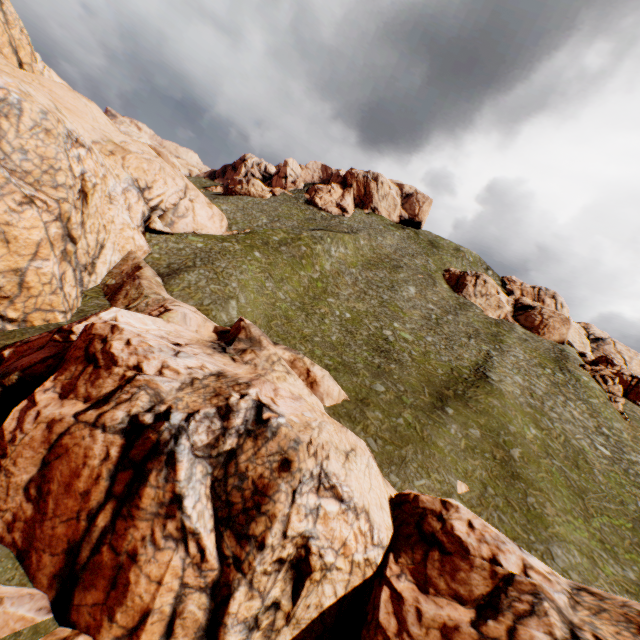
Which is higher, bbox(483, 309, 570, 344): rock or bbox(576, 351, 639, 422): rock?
bbox(483, 309, 570, 344): rock

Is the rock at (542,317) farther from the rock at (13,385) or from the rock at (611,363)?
the rock at (13,385)

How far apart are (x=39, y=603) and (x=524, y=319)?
68.3m

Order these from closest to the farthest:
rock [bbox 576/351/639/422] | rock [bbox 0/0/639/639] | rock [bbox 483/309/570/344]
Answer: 1. rock [bbox 0/0/639/639]
2. rock [bbox 576/351/639/422]
3. rock [bbox 483/309/570/344]

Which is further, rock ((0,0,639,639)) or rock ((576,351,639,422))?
rock ((576,351,639,422))

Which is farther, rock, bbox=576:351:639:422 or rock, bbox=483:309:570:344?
rock, bbox=483:309:570:344

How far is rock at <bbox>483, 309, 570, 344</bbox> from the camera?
56.09m

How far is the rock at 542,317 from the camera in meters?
56.1 m
